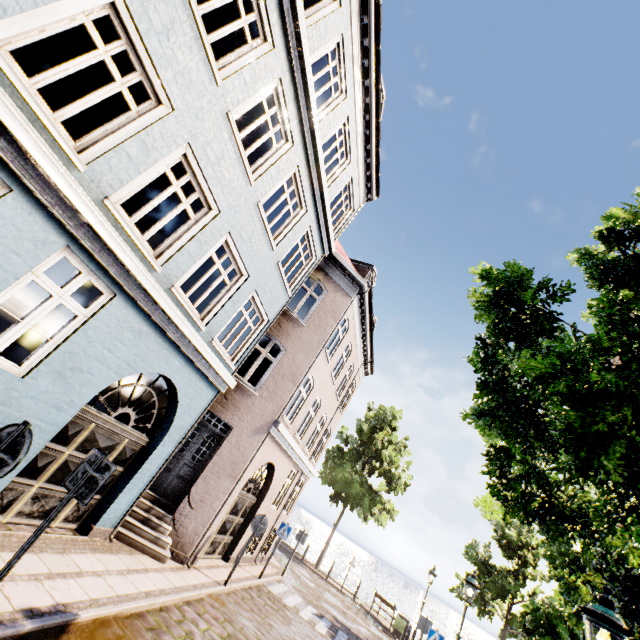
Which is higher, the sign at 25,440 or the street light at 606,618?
the street light at 606,618

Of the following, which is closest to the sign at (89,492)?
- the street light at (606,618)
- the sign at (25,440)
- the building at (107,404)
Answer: the sign at (25,440)

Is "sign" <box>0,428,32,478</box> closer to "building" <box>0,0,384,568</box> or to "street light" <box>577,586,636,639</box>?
"building" <box>0,0,384,568</box>

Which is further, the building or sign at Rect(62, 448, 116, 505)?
the building

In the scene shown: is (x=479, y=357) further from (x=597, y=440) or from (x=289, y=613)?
(x=289, y=613)

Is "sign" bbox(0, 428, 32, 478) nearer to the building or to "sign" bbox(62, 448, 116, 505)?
"sign" bbox(62, 448, 116, 505)

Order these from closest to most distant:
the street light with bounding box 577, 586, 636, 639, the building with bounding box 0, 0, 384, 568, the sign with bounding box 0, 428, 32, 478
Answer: the sign with bounding box 0, 428, 32, 478 < the street light with bounding box 577, 586, 636, 639 < the building with bounding box 0, 0, 384, 568

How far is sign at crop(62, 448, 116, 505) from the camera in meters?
3.9
